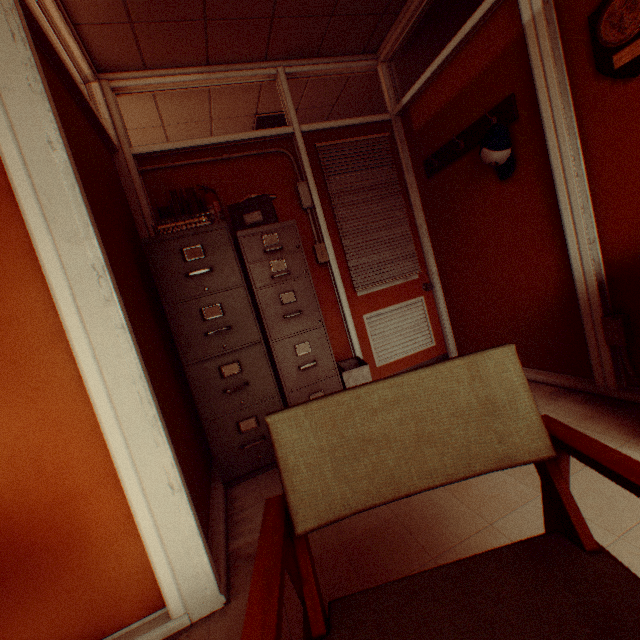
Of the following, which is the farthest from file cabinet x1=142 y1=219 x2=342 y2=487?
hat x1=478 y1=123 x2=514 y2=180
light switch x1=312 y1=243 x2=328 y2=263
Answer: hat x1=478 y1=123 x2=514 y2=180

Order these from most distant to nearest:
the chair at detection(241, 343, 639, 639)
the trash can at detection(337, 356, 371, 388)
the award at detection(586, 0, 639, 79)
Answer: the trash can at detection(337, 356, 371, 388) → the award at detection(586, 0, 639, 79) → the chair at detection(241, 343, 639, 639)

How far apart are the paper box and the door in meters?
0.7 m

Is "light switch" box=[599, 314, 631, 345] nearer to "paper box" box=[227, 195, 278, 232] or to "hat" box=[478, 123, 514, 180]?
"hat" box=[478, 123, 514, 180]

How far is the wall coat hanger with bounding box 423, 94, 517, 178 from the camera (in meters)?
2.39

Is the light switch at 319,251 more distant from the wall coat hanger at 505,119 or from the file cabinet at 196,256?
the wall coat hanger at 505,119

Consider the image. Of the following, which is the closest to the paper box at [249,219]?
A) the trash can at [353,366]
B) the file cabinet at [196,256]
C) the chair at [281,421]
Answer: the file cabinet at [196,256]

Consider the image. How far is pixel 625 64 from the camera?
1.7m
